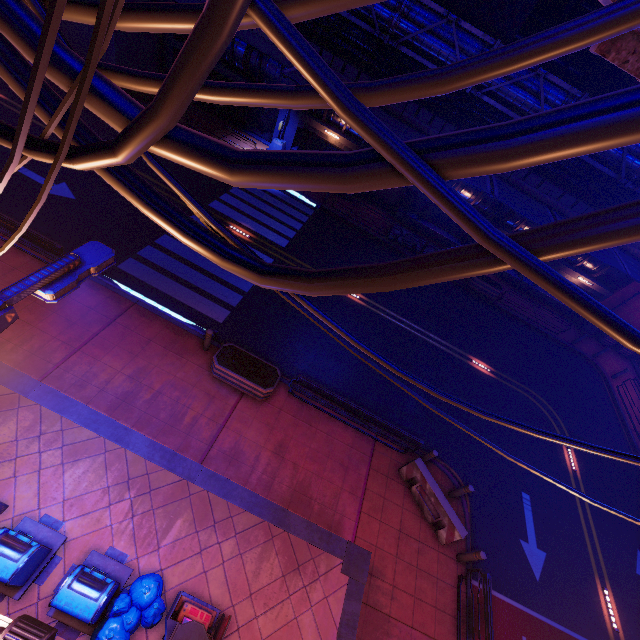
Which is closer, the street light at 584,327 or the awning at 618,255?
the awning at 618,255

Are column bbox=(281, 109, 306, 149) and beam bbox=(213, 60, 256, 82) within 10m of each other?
yes

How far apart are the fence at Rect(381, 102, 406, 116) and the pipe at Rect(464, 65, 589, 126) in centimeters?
2cm

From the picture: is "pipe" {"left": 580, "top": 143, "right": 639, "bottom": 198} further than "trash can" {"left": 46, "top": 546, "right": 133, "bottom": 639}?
Yes

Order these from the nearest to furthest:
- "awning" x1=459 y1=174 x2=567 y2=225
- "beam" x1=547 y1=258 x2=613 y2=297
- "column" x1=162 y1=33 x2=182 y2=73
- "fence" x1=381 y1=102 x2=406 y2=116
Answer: "awning" x1=459 y1=174 x2=567 y2=225 → "fence" x1=381 y1=102 x2=406 y2=116 → "column" x1=162 y1=33 x2=182 y2=73 → "beam" x1=547 y1=258 x2=613 y2=297

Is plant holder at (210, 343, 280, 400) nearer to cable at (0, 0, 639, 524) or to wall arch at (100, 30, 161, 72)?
cable at (0, 0, 639, 524)

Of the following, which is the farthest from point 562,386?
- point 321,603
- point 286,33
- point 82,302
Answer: point 82,302

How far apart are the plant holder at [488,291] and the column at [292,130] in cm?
1530
